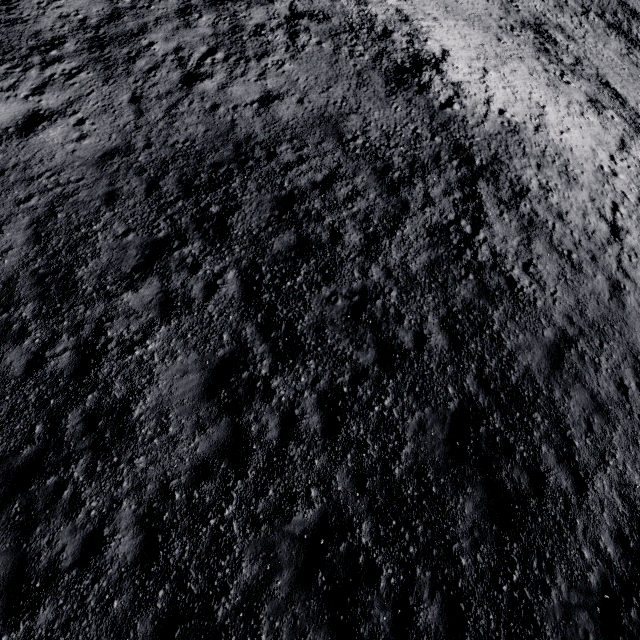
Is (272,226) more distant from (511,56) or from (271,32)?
(511,56)
